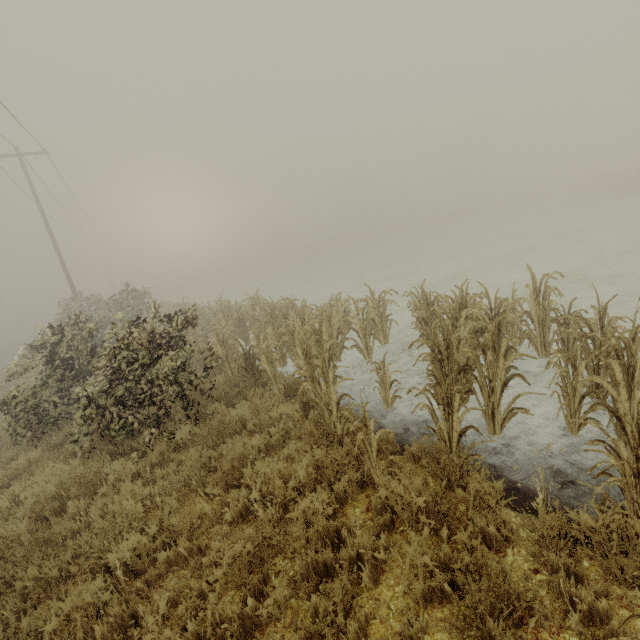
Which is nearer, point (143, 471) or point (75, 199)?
point (143, 471)
